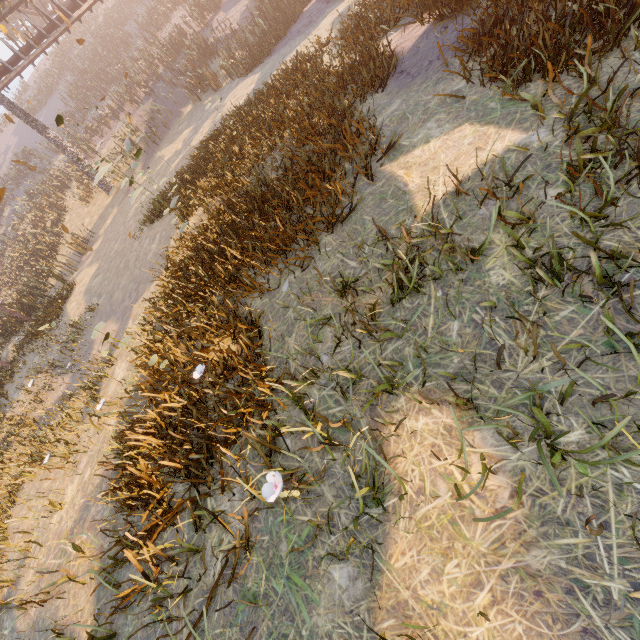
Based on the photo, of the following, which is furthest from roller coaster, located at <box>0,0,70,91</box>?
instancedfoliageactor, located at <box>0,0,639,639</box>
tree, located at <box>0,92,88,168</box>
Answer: instancedfoliageactor, located at <box>0,0,639,639</box>

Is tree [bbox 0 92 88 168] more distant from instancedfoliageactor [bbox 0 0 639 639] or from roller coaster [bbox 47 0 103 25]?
instancedfoliageactor [bbox 0 0 639 639]

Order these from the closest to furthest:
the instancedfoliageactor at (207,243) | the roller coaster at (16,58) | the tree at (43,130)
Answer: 1. the instancedfoliageactor at (207,243)
2. the roller coaster at (16,58)
3. the tree at (43,130)

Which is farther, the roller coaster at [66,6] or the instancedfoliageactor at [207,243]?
the roller coaster at [66,6]

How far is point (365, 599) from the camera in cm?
204

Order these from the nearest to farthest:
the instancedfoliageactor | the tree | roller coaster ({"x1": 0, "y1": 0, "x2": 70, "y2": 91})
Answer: the instancedfoliageactor, roller coaster ({"x1": 0, "y1": 0, "x2": 70, "y2": 91}), the tree
